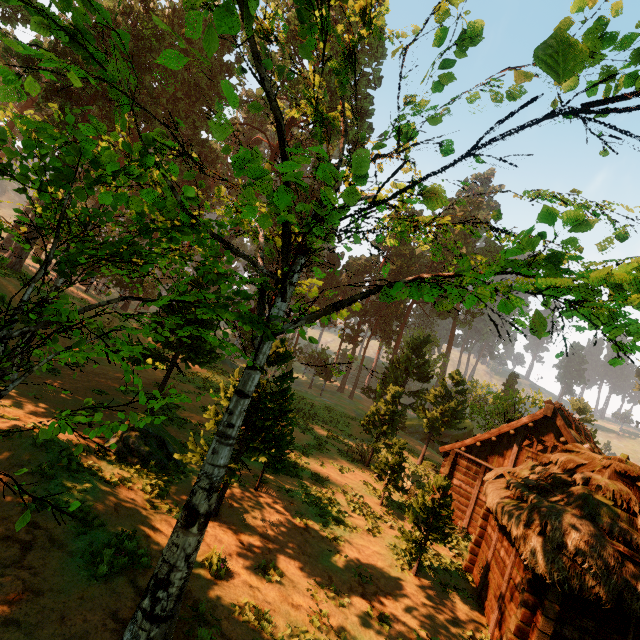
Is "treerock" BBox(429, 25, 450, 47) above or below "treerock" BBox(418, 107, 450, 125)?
above

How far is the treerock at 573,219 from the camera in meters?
4.7

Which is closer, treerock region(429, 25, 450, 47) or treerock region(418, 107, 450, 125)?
treerock region(429, 25, 450, 47)

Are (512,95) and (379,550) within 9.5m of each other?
no

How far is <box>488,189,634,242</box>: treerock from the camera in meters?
4.7

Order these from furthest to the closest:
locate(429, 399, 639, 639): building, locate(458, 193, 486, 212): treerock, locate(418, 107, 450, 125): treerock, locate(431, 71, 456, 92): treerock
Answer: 1. locate(429, 399, 639, 639): building
2. locate(458, 193, 486, 212): treerock
3. locate(418, 107, 450, 125): treerock
4. locate(431, 71, 456, 92): treerock
